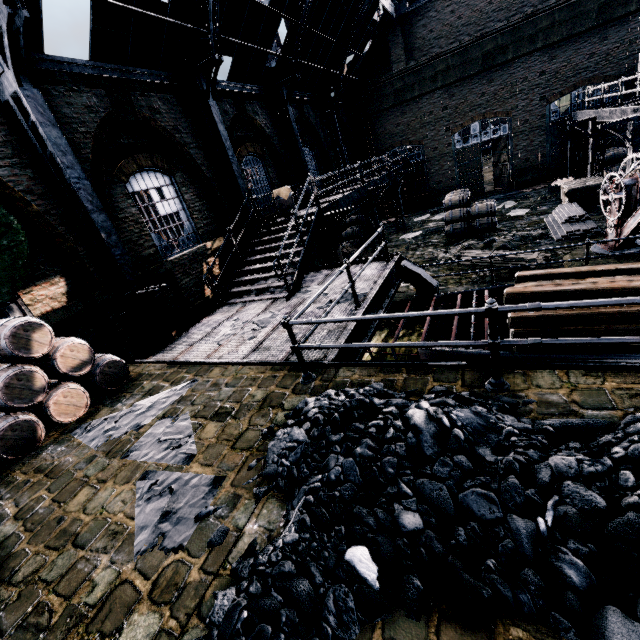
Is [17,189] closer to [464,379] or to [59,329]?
[59,329]

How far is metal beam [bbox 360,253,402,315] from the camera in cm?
769

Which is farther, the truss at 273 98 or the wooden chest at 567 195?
the wooden chest at 567 195

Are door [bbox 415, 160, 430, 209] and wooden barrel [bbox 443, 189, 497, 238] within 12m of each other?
yes

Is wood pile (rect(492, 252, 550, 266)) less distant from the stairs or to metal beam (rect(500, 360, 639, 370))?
metal beam (rect(500, 360, 639, 370))

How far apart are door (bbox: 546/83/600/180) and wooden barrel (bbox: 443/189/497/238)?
10.9 meters

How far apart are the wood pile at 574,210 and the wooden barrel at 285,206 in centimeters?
1102cm

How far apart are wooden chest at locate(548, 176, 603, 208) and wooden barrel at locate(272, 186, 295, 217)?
13.3m
